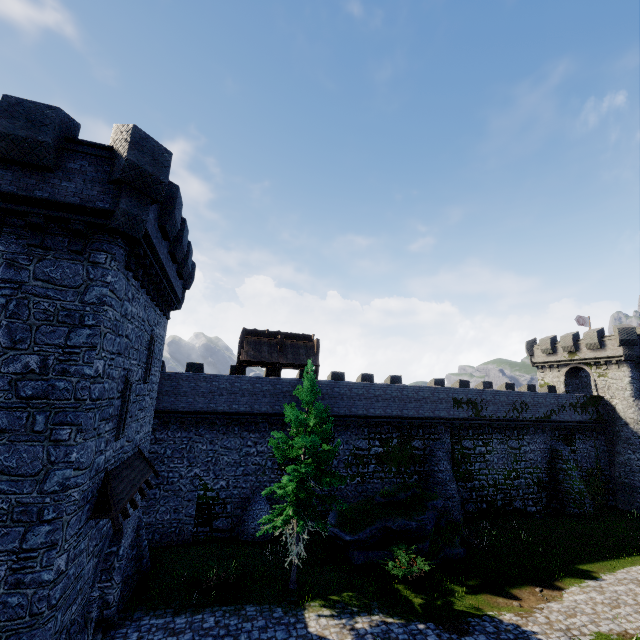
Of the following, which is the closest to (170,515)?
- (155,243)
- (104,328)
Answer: (104,328)

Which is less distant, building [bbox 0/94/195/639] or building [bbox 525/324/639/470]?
building [bbox 0/94/195/639]

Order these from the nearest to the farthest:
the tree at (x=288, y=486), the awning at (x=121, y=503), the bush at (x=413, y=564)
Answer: the awning at (x=121, y=503) < the tree at (x=288, y=486) < the bush at (x=413, y=564)

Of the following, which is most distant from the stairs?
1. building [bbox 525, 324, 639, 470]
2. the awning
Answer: building [bbox 525, 324, 639, 470]

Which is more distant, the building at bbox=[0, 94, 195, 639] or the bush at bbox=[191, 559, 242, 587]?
the bush at bbox=[191, 559, 242, 587]

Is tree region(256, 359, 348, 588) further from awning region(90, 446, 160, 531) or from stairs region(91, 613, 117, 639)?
awning region(90, 446, 160, 531)

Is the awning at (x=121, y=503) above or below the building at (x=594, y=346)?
below

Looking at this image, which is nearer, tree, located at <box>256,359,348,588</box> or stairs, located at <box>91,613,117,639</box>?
stairs, located at <box>91,613,117,639</box>
